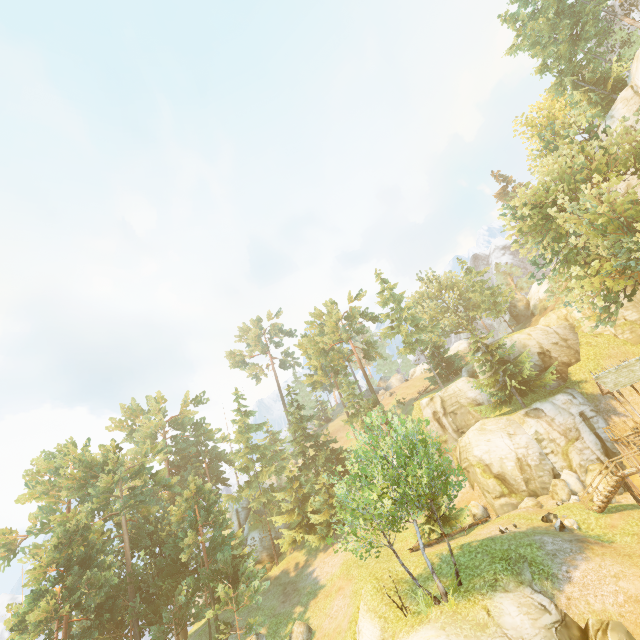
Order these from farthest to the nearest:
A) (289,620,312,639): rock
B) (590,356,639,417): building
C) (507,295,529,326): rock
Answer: (507,295,529,326): rock < (590,356,639,417): building < (289,620,312,639): rock

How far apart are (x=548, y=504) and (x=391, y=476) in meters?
17.1

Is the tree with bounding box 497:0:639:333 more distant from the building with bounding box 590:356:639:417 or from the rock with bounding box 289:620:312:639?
the building with bounding box 590:356:639:417

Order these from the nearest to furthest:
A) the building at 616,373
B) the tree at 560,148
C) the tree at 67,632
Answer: the tree at 67,632
the tree at 560,148
the building at 616,373

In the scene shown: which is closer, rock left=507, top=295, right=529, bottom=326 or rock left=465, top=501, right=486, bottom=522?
rock left=465, top=501, right=486, bottom=522

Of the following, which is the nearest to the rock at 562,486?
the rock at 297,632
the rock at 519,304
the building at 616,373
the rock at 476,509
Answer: the building at 616,373

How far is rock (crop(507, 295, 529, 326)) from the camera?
56.12m

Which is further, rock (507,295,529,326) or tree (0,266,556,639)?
rock (507,295,529,326)
